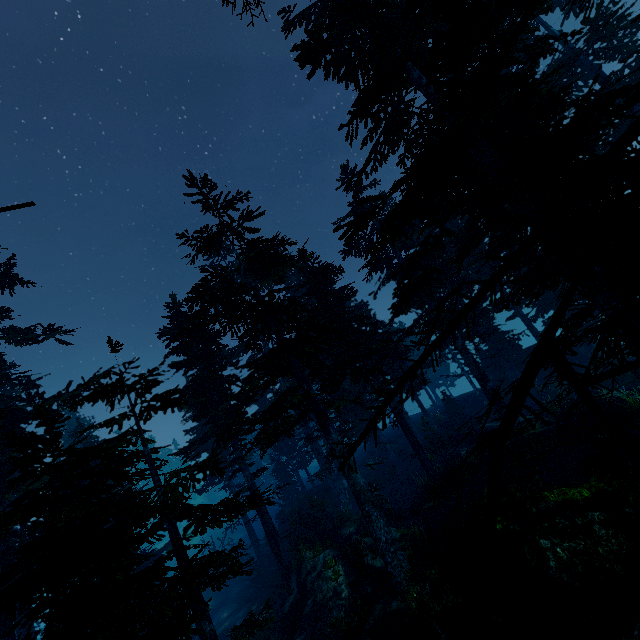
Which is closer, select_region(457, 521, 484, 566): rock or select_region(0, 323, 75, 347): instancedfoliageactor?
select_region(457, 521, 484, 566): rock

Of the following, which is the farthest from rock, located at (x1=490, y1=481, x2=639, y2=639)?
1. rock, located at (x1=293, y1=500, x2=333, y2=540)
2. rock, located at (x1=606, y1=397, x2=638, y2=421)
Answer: rock, located at (x1=293, y1=500, x2=333, y2=540)

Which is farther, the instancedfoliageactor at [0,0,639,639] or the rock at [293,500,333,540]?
the rock at [293,500,333,540]

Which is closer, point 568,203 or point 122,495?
point 568,203

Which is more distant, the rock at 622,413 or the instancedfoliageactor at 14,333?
the instancedfoliageactor at 14,333

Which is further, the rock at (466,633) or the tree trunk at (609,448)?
the tree trunk at (609,448)

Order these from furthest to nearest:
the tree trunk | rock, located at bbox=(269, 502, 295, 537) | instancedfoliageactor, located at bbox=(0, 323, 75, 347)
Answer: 1. rock, located at bbox=(269, 502, 295, 537)
2. instancedfoliageactor, located at bbox=(0, 323, 75, 347)
3. the tree trunk

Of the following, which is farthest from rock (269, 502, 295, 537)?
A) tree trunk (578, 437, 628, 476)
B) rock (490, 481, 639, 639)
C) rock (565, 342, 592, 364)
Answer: tree trunk (578, 437, 628, 476)
